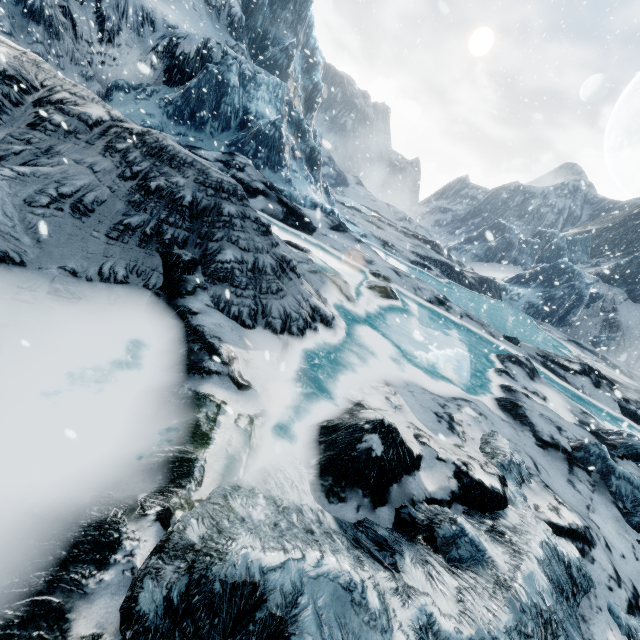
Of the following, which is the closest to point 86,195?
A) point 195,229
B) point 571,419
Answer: point 195,229
